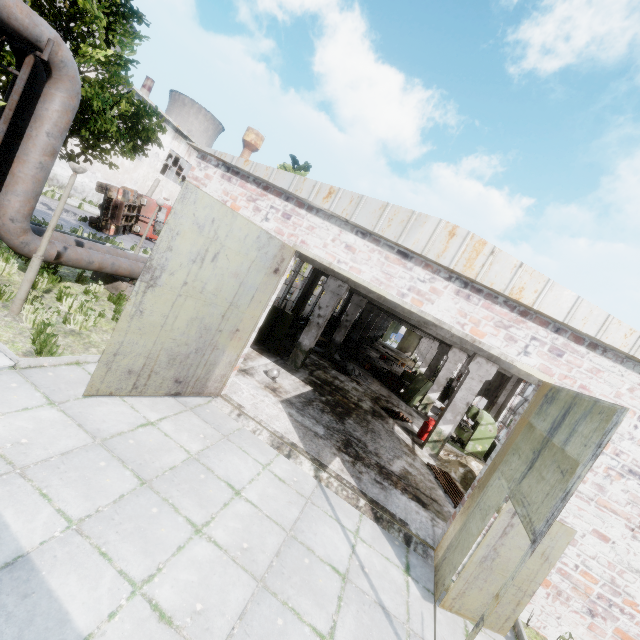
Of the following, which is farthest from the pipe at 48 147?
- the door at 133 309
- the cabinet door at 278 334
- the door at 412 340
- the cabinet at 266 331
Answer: the door at 412 340

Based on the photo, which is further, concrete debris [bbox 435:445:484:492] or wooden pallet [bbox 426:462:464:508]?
concrete debris [bbox 435:445:484:492]

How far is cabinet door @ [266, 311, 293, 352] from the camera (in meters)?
13.33

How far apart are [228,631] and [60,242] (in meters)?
9.18

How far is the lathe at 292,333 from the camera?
15.5m

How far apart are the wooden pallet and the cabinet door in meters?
7.0

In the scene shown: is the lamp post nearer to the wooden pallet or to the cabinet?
the cabinet

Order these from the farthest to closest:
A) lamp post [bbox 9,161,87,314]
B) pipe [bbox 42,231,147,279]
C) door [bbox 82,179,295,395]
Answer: pipe [bbox 42,231,147,279] < lamp post [bbox 9,161,87,314] < door [bbox 82,179,295,395]
